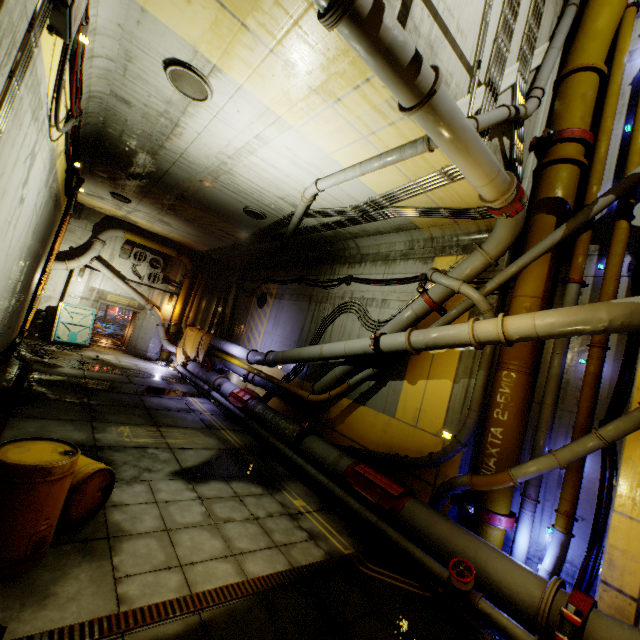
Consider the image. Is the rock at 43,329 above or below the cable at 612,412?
below

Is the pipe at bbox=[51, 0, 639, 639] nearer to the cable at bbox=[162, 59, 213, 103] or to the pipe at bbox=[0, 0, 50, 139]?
the pipe at bbox=[0, 0, 50, 139]

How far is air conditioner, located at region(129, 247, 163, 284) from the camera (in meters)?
17.92

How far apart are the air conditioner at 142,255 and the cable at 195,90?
14.0 meters

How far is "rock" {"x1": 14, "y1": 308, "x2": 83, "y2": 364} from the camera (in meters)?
11.50

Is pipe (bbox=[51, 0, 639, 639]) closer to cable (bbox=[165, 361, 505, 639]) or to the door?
cable (bbox=[165, 361, 505, 639])

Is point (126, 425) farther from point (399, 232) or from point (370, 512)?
point (399, 232)

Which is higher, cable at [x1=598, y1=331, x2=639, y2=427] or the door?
cable at [x1=598, y1=331, x2=639, y2=427]
